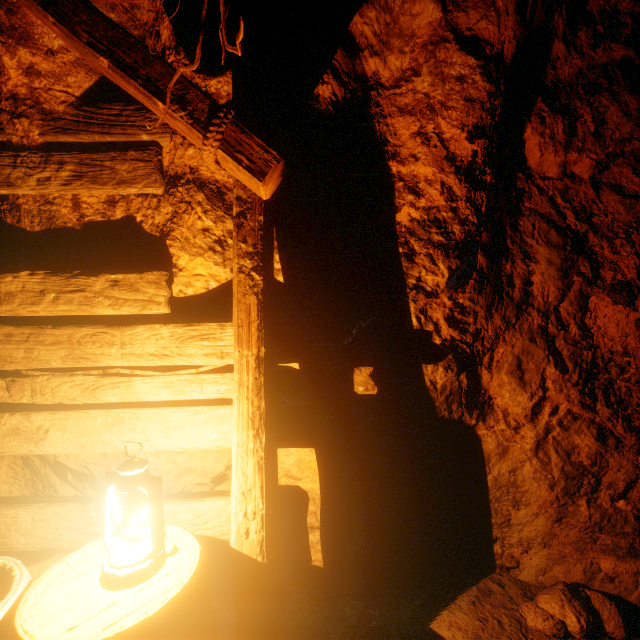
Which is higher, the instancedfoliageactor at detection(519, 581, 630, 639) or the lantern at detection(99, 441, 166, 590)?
the lantern at detection(99, 441, 166, 590)

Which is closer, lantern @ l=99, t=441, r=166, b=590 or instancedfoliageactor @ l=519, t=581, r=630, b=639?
lantern @ l=99, t=441, r=166, b=590

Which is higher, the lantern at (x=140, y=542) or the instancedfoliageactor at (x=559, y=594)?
the lantern at (x=140, y=542)

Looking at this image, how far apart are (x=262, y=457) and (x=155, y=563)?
0.6m

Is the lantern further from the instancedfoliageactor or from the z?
the instancedfoliageactor

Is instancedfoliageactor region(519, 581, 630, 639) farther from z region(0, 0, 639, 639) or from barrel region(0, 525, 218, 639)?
barrel region(0, 525, 218, 639)

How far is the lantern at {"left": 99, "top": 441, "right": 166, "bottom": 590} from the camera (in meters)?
1.22

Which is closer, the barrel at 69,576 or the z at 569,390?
the barrel at 69,576
